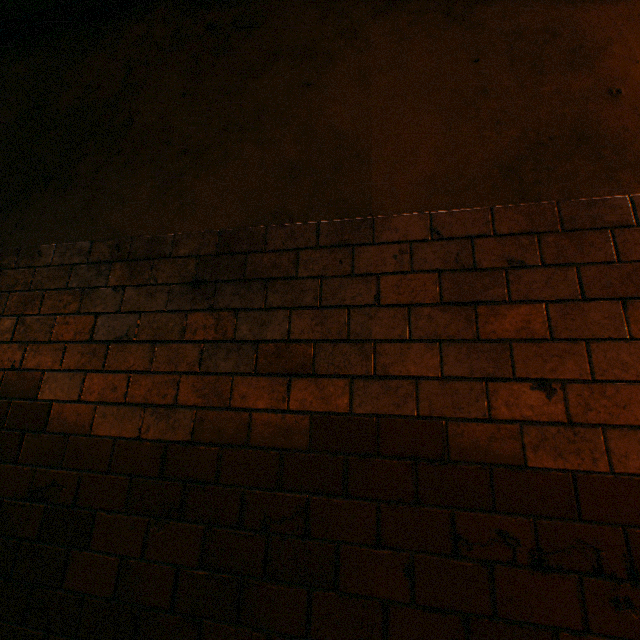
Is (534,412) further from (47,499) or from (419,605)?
(47,499)
